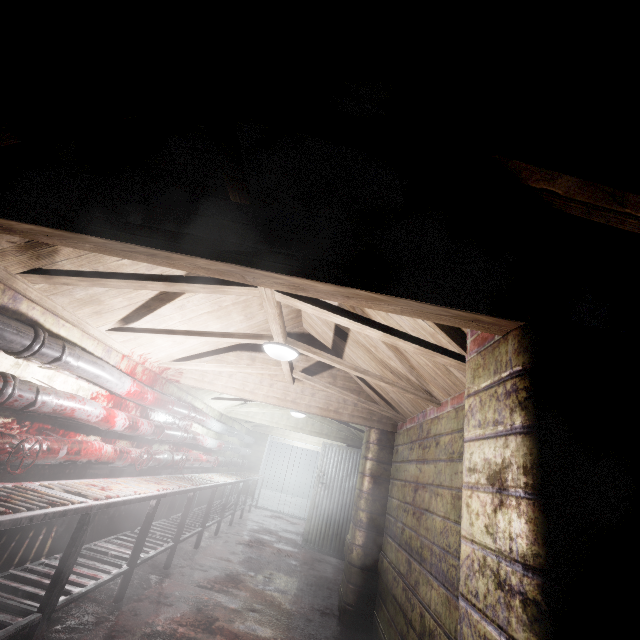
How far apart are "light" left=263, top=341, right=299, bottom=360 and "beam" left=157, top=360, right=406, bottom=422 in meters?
0.0

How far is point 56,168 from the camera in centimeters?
140cm

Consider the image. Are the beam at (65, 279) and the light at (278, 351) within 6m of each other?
yes

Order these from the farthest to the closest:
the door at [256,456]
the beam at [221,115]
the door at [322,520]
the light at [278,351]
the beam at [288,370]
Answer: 1. the door at [256,456]
2. the door at [322,520]
3. the beam at [288,370]
4. the light at [278,351]
5. the beam at [221,115]

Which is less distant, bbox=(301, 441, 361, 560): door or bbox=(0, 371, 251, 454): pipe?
bbox=(0, 371, 251, 454): pipe

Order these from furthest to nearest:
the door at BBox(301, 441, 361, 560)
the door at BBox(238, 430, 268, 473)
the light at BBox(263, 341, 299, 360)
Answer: the door at BBox(238, 430, 268, 473) < the door at BBox(301, 441, 361, 560) < the light at BBox(263, 341, 299, 360)

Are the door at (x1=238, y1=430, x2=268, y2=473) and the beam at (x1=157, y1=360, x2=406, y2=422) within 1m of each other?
no

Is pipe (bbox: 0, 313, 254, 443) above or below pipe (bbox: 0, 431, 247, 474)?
above
